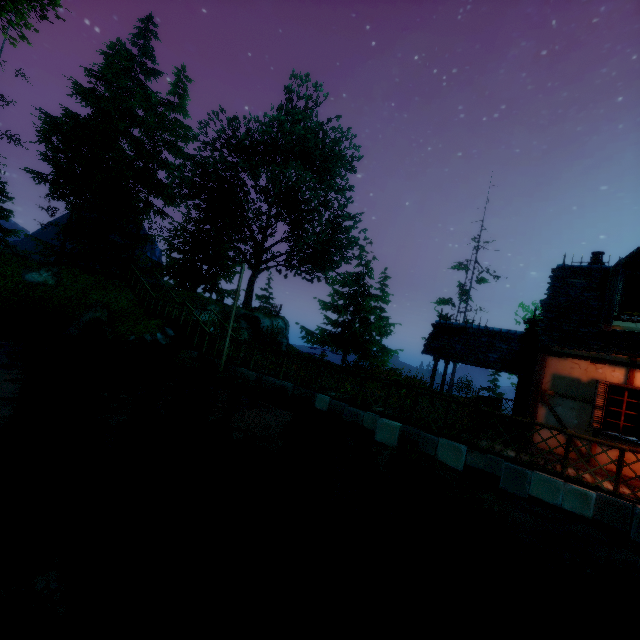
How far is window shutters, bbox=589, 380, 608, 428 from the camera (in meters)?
7.82

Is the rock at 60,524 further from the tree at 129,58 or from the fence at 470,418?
the tree at 129,58

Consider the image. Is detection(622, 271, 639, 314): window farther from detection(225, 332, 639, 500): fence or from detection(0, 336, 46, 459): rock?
detection(0, 336, 46, 459): rock

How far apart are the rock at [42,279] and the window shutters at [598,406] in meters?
24.7

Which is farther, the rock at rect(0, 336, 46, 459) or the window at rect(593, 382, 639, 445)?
the rock at rect(0, 336, 46, 459)

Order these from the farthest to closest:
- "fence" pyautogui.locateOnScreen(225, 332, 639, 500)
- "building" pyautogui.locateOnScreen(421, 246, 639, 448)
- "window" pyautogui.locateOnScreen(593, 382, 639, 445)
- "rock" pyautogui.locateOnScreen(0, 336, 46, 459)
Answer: "rock" pyautogui.locateOnScreen(0, 336, 46, 459), "building" pyautogui.locateOnScreen(421, 246, 639, 448), "window" pyautogui.locateOnScreen(593, 382, 639, 445), "fence" pyautogui.locateOnScreen(225, 332, 639, 500)

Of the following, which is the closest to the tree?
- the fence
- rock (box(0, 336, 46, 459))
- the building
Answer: the fence

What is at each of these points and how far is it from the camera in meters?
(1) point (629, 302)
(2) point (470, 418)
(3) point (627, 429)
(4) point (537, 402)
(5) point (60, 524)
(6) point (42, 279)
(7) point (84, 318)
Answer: (1) window, 8.5
(2) fence, 10.3
(3) window, 7.7
(4) building, 8.8
(5) rock, 6.6
(6) rock, 18.2
(7) rock, 16.6
